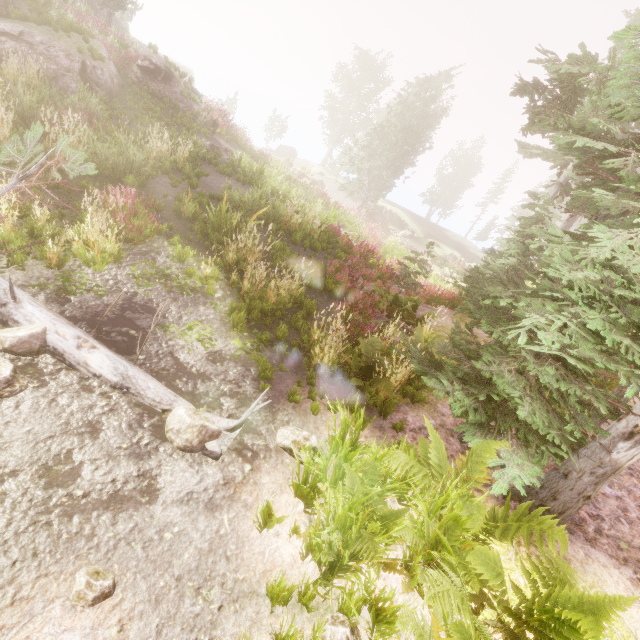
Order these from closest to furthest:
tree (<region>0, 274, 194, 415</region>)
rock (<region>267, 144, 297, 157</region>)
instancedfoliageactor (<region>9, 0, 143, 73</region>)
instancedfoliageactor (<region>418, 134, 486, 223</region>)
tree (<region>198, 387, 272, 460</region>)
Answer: tree (<region>198, 387, 272, 460</region>) → tree (<region>0, 274, 194, 415</region>) → instancedfoliageactor (<region>9, 0, 143, 73</region>) → rock (<region>267, 144, 297, 157</region>) → instancedfoliageactor (<region>418, 134, 486, 223</region>)

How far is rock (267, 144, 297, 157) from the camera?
48.3 meters

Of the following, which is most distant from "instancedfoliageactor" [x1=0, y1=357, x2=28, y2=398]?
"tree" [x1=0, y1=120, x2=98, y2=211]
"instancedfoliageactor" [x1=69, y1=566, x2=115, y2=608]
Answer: "instancedfoliageactor" [x1=69, y1=566, x2=115, y2=608]

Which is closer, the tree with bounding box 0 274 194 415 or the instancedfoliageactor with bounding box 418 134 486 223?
the tree with bounding box 0 274 194 415

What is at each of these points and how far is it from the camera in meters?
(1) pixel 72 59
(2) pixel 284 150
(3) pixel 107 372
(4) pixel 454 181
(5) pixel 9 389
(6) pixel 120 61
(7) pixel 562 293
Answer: (1) rock, 12.9
(2) rock, 48.7
(3) tree, 4.2
(4) instancedfoliageactor, 53.3
(5) instancedfoliageactor, 3.5
(6) instancedfoliageactor, 17.2
(7) instancedfoliageactor, 4.1

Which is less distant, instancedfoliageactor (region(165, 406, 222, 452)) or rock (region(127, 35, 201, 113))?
instancedfoliageactor (region(165, 406, 222, 452))

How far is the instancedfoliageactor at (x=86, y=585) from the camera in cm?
231

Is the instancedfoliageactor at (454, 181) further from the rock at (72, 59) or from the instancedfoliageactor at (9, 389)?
the instancedfoliageactor at (9, 389)
